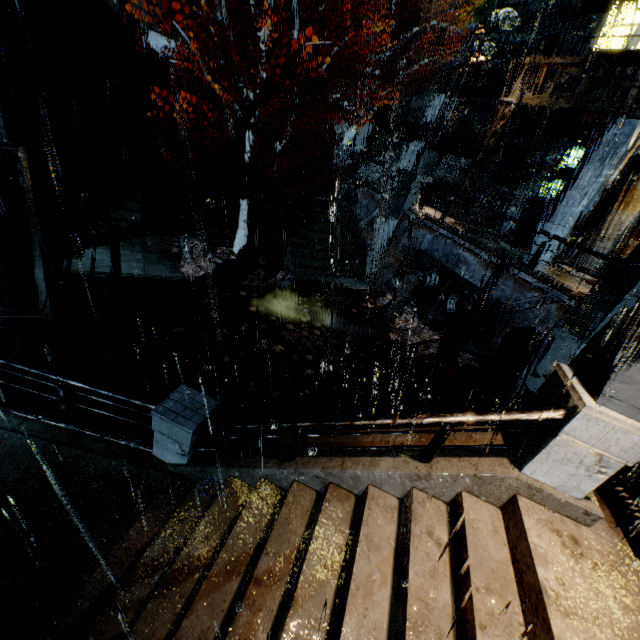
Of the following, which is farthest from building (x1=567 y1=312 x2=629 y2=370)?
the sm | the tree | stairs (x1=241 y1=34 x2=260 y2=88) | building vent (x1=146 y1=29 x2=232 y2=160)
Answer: the sm

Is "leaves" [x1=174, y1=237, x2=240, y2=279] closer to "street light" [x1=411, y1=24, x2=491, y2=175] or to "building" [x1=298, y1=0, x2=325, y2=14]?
"building" [x1=298, y1=0, x2=325, y2=14]

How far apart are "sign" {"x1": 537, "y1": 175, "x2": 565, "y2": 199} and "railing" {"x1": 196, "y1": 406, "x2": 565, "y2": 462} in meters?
20.3 m

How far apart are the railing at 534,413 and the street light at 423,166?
14.58m

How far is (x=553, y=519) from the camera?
4.0m

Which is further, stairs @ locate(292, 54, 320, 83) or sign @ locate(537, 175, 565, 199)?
stairs @ locate(292, 54, 320, 83)

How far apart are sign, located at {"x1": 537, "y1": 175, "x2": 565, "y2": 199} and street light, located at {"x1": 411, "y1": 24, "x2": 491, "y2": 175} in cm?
766

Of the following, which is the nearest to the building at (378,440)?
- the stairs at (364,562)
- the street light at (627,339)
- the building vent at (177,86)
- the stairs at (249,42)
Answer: the stairs at (364,562)
